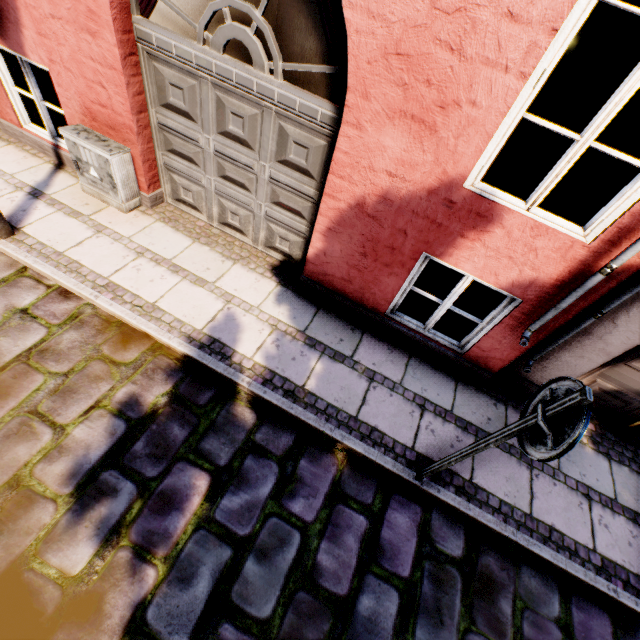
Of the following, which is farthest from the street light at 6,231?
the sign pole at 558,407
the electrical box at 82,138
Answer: the sign pole at 558,407

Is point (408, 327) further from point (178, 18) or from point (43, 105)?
point (43, 105)

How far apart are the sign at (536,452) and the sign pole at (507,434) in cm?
4

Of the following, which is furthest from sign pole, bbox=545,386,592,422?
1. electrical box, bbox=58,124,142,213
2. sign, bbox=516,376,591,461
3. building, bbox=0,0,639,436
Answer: electrical box, bbox=58,124,142,213

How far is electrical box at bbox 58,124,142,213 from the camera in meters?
3.9 m

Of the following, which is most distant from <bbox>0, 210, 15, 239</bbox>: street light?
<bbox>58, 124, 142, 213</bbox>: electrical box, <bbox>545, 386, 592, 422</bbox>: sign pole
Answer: <bbox>545, 386, 592, 422</bbox>: sign pole

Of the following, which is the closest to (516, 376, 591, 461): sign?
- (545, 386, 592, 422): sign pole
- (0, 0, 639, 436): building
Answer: (545, 386, 592, 422): sign pole

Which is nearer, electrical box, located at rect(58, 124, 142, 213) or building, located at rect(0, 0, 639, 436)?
building, located at rect(0, 0, 639, 436)
